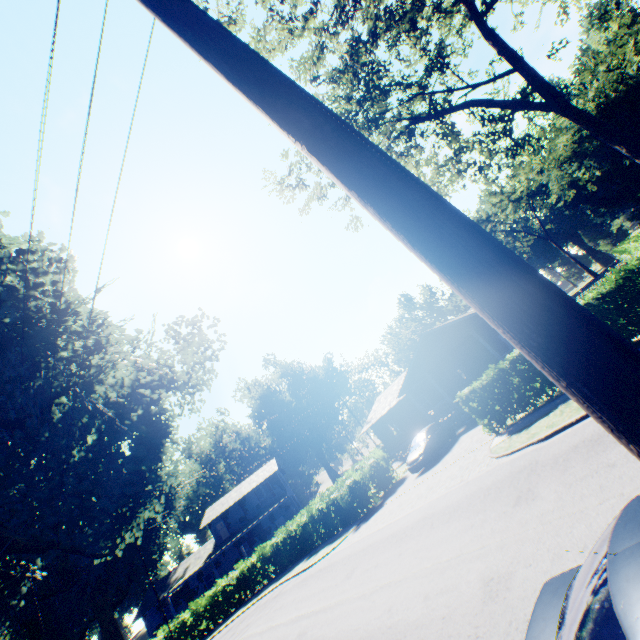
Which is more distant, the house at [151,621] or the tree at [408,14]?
the house at [151,621]

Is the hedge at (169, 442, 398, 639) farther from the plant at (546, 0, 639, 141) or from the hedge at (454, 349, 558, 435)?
the plant at (546, 0, 639, 141)

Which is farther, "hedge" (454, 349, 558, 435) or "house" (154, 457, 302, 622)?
"house" (154, 457, 302, 622)

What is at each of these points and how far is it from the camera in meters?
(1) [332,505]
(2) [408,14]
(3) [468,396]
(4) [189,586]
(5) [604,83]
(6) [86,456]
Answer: (1) hedge, 21.8
(2) tree, 13.4
(3) hedge, 14.1
(4) house, 37.7
(5) plant, 34.0
(6) plant, 12.1

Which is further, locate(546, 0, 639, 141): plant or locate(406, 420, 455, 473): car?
locate(546, 0, 639, 141): plant

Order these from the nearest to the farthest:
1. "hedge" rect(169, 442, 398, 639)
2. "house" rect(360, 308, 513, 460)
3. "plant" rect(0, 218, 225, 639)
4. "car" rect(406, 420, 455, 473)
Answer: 1. "plant" rect(0, 218, 225, 639)
2. "car" rect(406, 420, 455, 473)
3. "hedge" rect(169, 442, 398, 639)
4. "house" rect(360, 308, 513, 460)

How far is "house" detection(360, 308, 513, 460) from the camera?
23.3m

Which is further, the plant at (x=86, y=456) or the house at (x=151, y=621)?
the house at (x=151, y=621)
